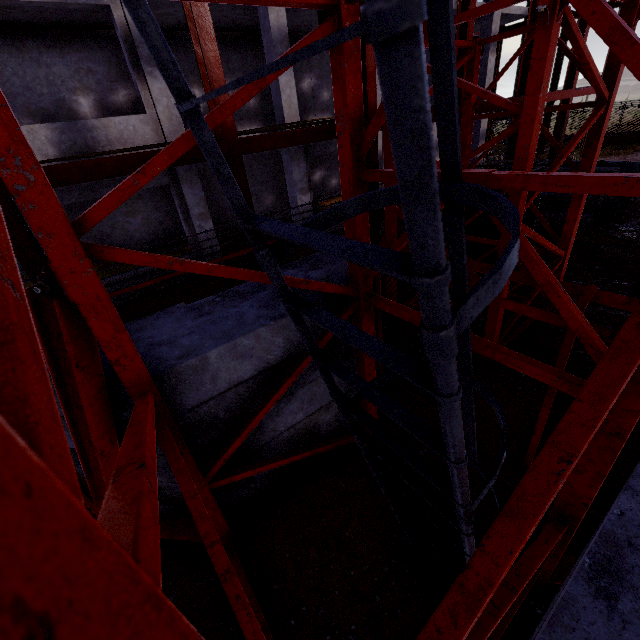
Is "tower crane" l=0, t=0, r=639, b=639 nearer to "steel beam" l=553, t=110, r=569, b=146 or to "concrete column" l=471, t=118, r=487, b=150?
"steel beam" l=553, t=110, r=569, b=146

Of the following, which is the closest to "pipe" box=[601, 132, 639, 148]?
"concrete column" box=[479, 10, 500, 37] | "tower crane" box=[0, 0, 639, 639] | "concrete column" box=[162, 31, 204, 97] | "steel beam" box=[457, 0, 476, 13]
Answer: "steel beam" box=[457, 0, 476, 13]

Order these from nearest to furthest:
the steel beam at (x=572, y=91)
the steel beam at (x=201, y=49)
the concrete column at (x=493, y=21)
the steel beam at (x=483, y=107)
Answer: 1. the steel beam at (x=201, y=49)
2. the steel beam at (x=483, y=107)
3. the steel beam at (x=572, y=91)
4. the concrete column at (x=493, y=21)

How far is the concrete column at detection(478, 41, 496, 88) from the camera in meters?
15.5

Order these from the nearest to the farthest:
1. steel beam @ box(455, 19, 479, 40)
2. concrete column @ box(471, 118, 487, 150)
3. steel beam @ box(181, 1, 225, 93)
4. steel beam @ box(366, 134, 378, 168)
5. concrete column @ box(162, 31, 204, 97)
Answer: steel beam @ box(181, 1, 225, 93) < steel beam @ box(366, 134, 378, 168) < steel beam @ box(455, 19, 479, 40) < concrete column @ box(162, 31, 204, 97) < concrete column @ box(471, 118, 487, 150)

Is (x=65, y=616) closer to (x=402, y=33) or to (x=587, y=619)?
(x=402, y=33)

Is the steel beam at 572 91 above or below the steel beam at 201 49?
below

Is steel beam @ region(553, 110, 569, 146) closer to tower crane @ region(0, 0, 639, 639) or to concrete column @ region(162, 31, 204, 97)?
tower crane @ region(0, 0, 639, 639)
